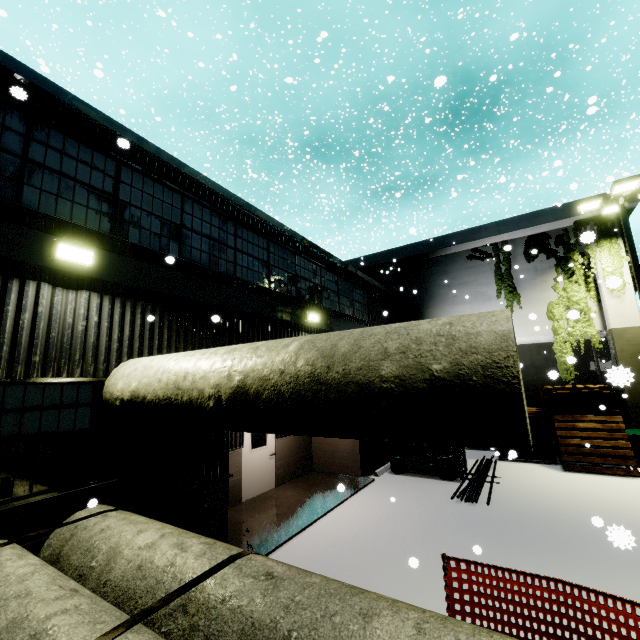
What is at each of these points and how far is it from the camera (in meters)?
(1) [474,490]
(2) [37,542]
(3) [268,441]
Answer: (1) pipe, 9.16
(2) building, 3.90
(3) door, 10.44

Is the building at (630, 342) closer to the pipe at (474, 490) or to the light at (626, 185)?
the light at (626, 185)

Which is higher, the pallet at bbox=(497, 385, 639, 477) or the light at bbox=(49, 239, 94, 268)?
the light at bbox=(49, 239, 94, 268)

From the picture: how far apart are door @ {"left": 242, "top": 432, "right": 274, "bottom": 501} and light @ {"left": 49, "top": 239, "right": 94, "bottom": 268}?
6.1m

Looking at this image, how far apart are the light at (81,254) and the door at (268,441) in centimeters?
606cm

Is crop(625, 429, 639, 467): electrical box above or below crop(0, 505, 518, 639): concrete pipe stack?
below

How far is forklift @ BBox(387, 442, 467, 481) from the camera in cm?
1058

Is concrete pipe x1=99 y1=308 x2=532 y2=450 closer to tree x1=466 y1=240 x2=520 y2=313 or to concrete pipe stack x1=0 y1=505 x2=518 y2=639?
concrete pipe stack x1=0 y1=505 x2=518 y2=639
